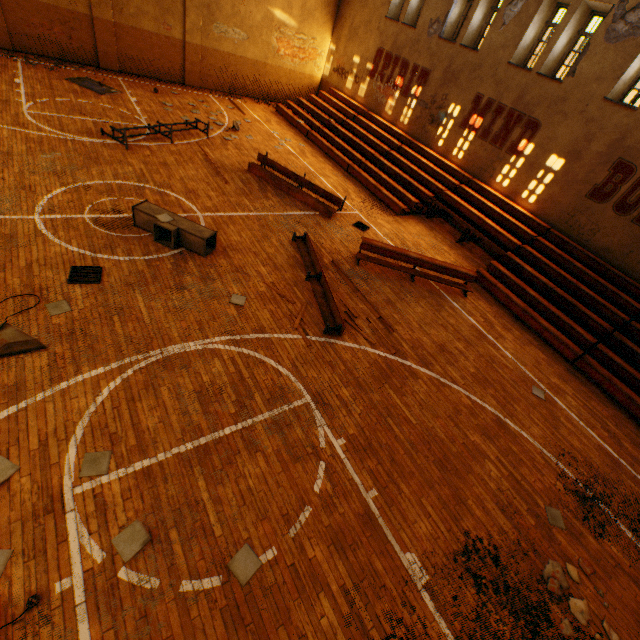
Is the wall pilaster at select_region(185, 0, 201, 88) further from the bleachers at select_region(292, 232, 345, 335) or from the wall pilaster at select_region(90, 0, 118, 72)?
the bleachers at select_region(292, 232, 345, 335)

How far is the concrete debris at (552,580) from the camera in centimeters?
499cm

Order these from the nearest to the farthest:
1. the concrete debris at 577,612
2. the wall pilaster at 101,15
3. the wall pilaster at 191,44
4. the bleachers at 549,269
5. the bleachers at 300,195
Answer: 1. the concrete debris at 577,612
2. the bleachers at 549,269
3. the bleachers at 300,195
4. the wall pilaster at 101,15
5. the wall pilaster at 191,44

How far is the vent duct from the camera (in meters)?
7.83

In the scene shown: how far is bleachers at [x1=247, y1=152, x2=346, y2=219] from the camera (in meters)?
11.71

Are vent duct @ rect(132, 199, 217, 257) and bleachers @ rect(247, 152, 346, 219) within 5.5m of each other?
yes

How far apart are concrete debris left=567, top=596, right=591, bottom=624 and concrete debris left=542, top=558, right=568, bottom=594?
0.1 meters

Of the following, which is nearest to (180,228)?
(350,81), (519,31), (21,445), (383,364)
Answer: (21,445)
